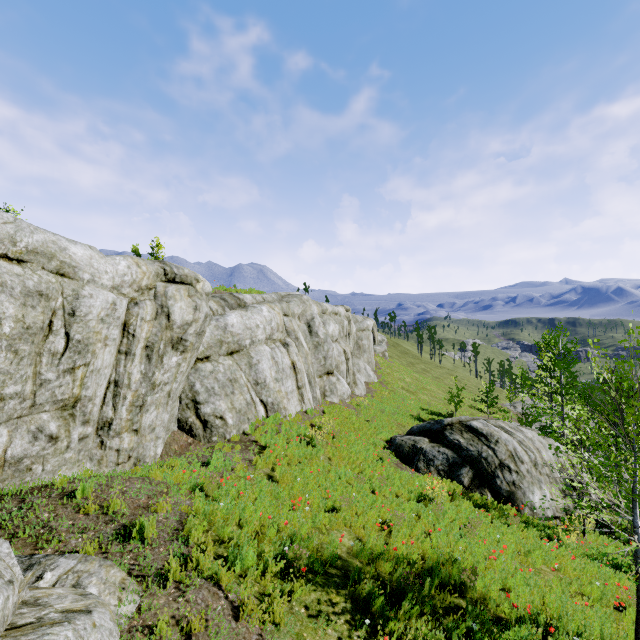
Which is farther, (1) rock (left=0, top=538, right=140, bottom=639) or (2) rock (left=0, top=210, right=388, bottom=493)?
(2) rock (left=0, top=210, right=388, bottom=493)

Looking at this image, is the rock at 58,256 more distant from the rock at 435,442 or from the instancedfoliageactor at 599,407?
the rock at 435,442

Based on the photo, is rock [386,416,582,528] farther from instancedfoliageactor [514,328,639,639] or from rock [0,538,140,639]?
instancedfoliageactor [514,328,639,639]

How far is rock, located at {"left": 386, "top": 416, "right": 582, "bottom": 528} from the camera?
13.0m

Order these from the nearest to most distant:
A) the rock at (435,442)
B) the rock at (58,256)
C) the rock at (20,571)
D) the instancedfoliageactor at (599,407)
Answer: the rock at (20,571) → the instancedfoliageactor at (599,407) → the rock at (58,256) → the rock at (435,442)

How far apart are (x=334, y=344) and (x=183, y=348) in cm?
1466

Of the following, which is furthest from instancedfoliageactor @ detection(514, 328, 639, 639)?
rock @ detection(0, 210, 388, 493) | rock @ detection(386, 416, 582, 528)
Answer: rock @ detection(386, 416, 582, 528)

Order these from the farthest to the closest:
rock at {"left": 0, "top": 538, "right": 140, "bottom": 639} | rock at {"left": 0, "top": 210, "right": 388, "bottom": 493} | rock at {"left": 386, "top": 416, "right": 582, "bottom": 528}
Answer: rock at {"left": 386, "top": 416, "right": 582, "bottom": 528}
rock at {"left": 0, "top": 210, "right": 388, "bottom": 493}
rock at {"left": 0, "top": 538, "right": 140, "bottom": 639}
